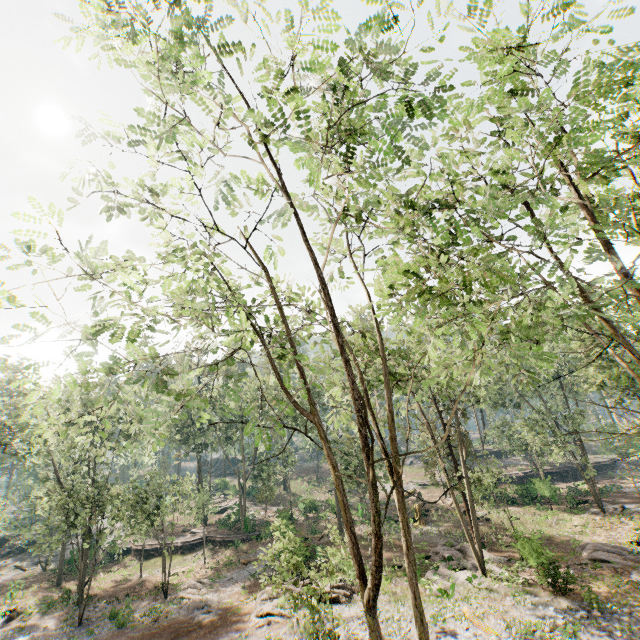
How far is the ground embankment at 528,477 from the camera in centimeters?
3499cm

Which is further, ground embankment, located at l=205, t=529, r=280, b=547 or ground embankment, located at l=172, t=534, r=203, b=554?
ground embankment, located at l=172, t=534, r=203, b=554

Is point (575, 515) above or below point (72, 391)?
below

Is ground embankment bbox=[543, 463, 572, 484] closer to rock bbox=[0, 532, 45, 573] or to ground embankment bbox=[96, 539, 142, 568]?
ground embankment bbox=[96, 539, 142, 568]

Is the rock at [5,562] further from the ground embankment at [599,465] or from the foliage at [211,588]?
the ground embankment at [599,465]

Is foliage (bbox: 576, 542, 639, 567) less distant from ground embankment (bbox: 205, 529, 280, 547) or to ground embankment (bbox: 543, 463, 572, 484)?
ground embankment (bbox: 205, 529, 280, 547)

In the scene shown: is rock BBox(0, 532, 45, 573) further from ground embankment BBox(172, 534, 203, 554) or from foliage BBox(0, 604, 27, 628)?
ground embankment BBox(172, 534, 203, 554)
